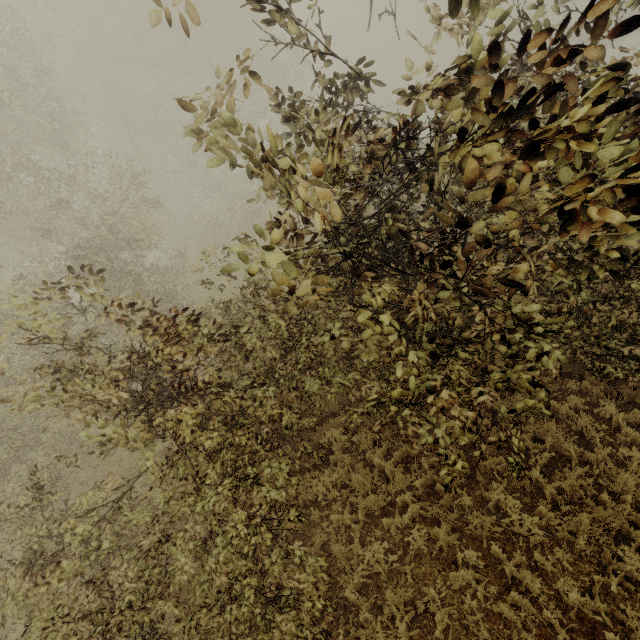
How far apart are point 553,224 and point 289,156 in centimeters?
331cm
